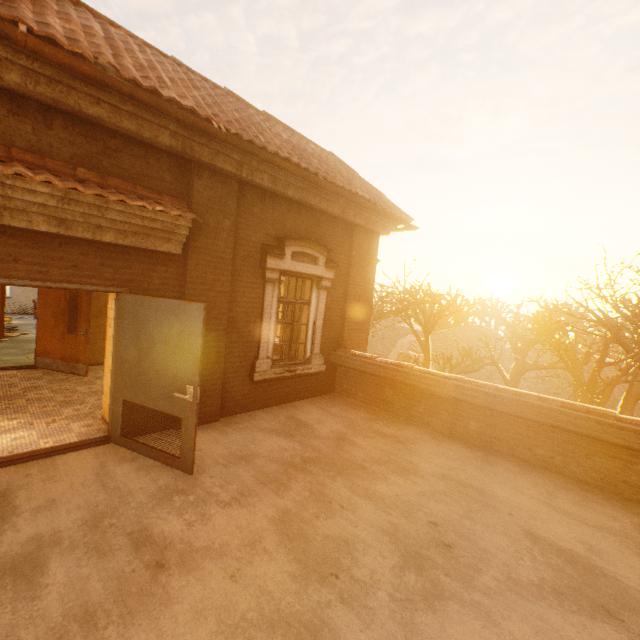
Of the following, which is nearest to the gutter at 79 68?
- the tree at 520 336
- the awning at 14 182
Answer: the awning at 14 182

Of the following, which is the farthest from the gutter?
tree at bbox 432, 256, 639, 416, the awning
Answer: tree at bbox 432, 256, 639, 416

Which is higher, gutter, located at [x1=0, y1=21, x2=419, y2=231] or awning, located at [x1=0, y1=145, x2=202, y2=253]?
gutter, located at [x1=0, y1=21, x2=419, y2=231]

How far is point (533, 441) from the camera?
5.2 meters

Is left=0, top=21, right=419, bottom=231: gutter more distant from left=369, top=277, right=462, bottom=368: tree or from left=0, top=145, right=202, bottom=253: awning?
left=369, top=277, right=462, bottom=368: tree

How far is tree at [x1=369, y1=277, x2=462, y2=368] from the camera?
15.7m
